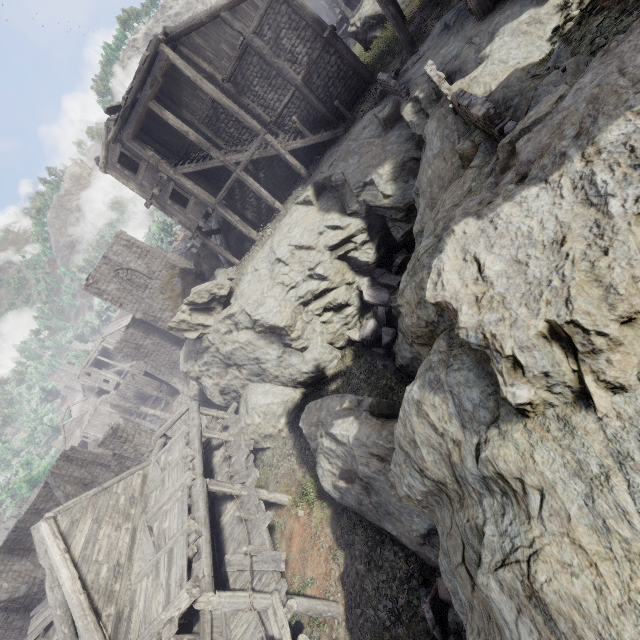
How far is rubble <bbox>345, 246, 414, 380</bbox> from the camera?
13.1m

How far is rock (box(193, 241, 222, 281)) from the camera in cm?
2836

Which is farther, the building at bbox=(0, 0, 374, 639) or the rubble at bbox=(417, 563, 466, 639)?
the building at bbox=(0, 0, 374, 639)

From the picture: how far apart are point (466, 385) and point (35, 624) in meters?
22.2

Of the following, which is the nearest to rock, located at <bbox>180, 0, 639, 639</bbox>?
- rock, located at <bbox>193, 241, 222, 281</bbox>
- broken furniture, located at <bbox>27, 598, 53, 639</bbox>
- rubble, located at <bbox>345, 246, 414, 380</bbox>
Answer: rubble, located at <bbox>345, 246, 414, 380</bbox>

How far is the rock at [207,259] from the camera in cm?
2836

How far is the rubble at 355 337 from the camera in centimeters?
1310cm

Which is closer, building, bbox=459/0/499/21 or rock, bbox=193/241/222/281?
building, bbox=459/0/499/21
